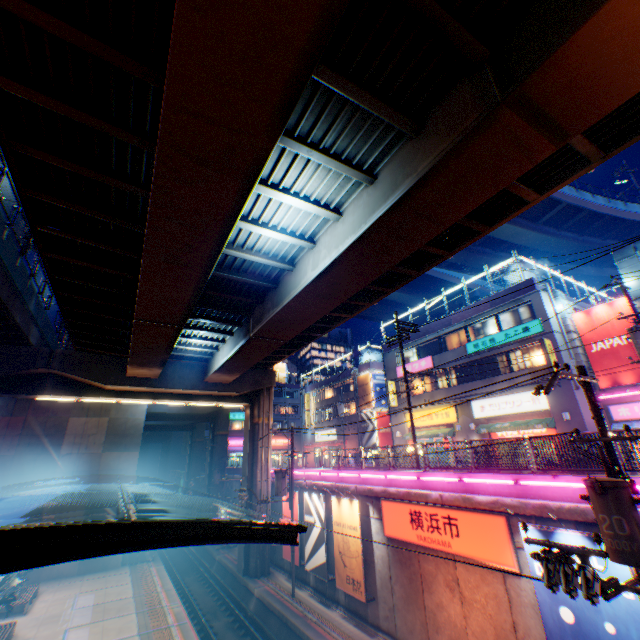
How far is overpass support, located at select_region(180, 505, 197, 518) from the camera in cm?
4547

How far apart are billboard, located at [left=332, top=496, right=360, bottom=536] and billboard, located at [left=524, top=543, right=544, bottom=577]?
8.7m

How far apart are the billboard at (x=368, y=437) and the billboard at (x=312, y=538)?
16.65m

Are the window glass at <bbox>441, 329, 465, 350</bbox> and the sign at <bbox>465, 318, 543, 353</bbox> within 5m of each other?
yes

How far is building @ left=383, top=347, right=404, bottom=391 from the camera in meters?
32.0

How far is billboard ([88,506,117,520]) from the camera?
26.5 meters

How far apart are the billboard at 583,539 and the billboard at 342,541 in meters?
8.7 m

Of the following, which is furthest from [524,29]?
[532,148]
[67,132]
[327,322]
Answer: [327,322]
